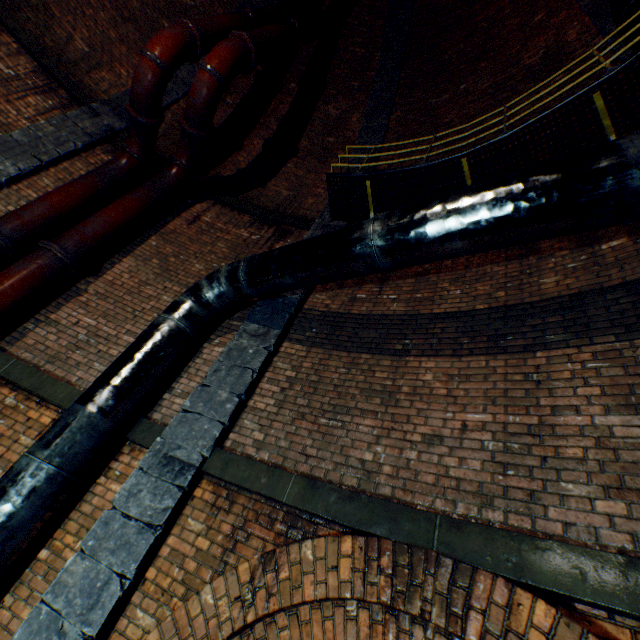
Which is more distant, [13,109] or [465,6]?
[465,6]

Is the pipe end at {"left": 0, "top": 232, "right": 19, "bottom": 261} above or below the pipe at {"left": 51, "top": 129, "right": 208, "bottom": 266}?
below

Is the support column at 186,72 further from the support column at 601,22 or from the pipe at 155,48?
the support column at 601,22

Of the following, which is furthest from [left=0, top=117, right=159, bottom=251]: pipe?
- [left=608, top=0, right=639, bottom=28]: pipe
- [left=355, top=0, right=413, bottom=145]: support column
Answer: [left=355, top=0, right=413, bottom=145]: support column

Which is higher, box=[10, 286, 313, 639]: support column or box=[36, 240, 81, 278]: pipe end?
box=[36, 240, 81, 278]: pipe end

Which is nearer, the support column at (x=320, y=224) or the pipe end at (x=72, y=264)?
the pipe end at (x=72, y=264)

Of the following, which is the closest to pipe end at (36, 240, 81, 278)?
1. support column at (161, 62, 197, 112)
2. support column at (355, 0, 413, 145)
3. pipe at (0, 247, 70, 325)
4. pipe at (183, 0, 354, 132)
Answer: pipe at (0, 247, 70, 325)

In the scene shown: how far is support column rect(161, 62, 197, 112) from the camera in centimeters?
782cm
